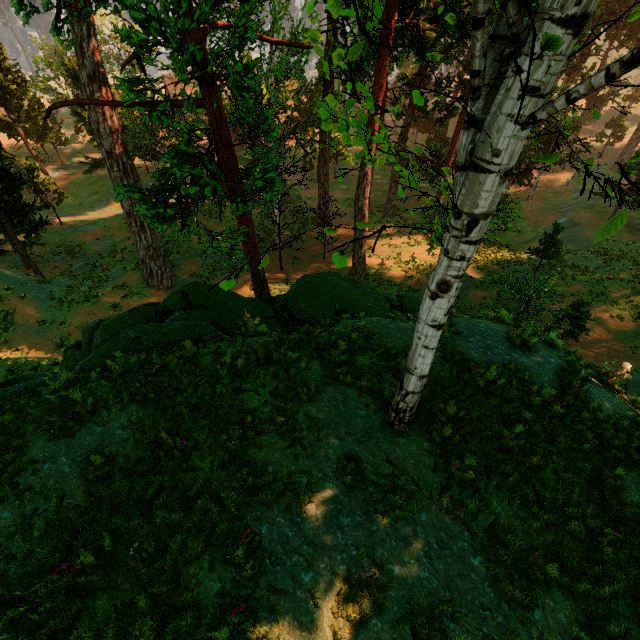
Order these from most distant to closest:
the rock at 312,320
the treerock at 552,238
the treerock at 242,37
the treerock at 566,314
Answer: the treerock at 552,238, the treerock at 566,314, the rock at 312,320, the treerock at 242,37

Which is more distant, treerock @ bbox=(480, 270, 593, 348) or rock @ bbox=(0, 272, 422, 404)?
treerock @ bbox=(480, 270, 593, 348)

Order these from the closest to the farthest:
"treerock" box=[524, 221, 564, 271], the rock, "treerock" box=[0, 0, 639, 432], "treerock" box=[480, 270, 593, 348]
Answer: "treerock" box=[0, 0, 639, 432] → the rock → "treerock" box=[480, 270, 593, 348] → "treerock" box=[524, 221, 564, 271]

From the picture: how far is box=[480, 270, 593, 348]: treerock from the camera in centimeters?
1013cm

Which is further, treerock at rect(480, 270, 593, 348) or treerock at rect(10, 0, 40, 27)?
treerock at rect(480, 270, 593, 348)

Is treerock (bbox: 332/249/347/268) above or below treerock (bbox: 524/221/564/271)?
above

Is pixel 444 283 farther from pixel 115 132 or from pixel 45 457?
pixel 115 132

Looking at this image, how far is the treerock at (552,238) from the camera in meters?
21.2 m
